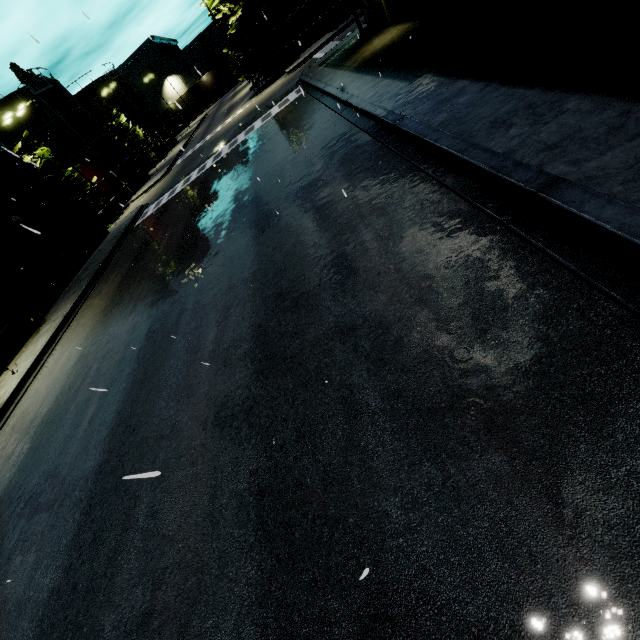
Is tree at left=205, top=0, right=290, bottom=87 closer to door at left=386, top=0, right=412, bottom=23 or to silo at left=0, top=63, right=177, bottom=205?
silo at left=0, top=63, right=177, bottom=205

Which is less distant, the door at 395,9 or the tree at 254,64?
the door at 395,9

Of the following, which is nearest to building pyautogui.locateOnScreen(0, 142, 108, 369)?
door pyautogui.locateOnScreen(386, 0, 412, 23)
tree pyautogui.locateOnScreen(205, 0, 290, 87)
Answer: door pyautogui.locateOnScreen(386, 0, 412, 23)

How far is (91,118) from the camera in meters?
37.0

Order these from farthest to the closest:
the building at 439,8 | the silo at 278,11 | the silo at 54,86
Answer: the silo at 54,86 < the silo at 278,11 < the building at 439,8

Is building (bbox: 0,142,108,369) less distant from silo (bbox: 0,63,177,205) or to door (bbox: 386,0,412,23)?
door (bbox: 386,0,412,23)

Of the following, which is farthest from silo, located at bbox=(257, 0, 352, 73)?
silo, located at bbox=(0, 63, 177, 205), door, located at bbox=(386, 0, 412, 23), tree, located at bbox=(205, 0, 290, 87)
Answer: door, located at bbox=(386, 0, 412, 23)

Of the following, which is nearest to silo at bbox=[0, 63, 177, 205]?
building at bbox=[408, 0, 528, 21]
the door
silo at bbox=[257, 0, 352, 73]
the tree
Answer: silo at bbox=[257, 0, 352, 73]
